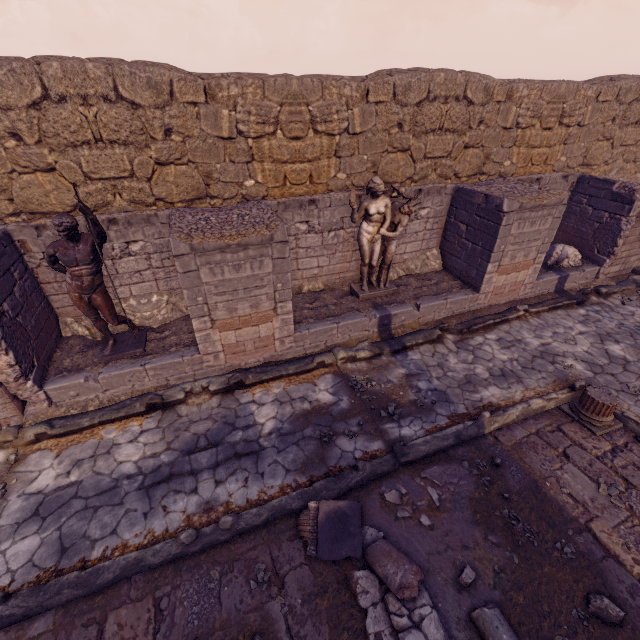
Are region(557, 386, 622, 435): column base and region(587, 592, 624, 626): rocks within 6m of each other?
yes

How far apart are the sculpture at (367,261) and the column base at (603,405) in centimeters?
408cm

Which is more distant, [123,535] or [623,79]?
[623,79]

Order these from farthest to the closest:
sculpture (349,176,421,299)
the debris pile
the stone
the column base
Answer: sculpture (349,176,421,299)
the column base
the stone
the debris pile

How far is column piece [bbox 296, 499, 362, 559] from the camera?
3.5 meters

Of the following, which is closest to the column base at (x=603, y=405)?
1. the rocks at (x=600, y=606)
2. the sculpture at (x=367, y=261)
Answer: the rocks at (x=600, y=606)

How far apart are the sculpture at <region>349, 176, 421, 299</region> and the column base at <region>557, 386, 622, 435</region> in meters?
4.1 m

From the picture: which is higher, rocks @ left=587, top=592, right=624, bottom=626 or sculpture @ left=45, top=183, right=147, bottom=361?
sculpture @ left=45, top=183, right=147, bottom=361
